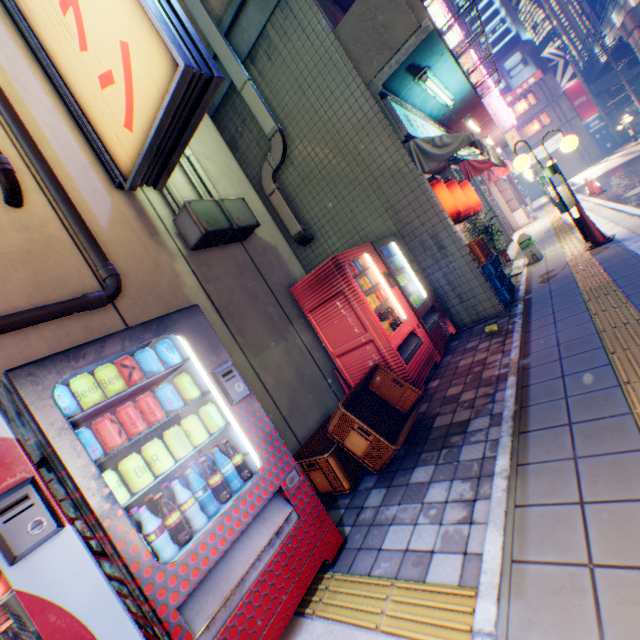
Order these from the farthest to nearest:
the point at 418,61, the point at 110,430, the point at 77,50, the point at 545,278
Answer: the point at 545,278, the point at 418,61, the point at 77,50, the point at 110,430

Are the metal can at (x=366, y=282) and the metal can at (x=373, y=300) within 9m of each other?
yes

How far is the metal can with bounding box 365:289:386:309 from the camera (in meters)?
4.35

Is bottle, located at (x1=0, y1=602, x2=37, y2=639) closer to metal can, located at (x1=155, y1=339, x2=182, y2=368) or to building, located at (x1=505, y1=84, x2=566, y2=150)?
metal can, located at (x1=155, y1=339, x2=182, y2=368)

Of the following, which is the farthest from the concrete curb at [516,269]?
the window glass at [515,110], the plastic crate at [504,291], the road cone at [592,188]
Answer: the window glass at [515,110]

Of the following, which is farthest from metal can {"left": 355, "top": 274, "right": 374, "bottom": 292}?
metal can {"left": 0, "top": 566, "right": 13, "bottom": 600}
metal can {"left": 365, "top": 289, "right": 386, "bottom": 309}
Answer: metal can {"left": 0, "top": 566, "right": 13, "bottom": 600}

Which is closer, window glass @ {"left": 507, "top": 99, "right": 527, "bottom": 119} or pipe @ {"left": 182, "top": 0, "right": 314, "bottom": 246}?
pipe @ {"left": 182, "top": 0, "right": 314, "bottom": 246}

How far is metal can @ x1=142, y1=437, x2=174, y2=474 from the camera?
1.9 meters
